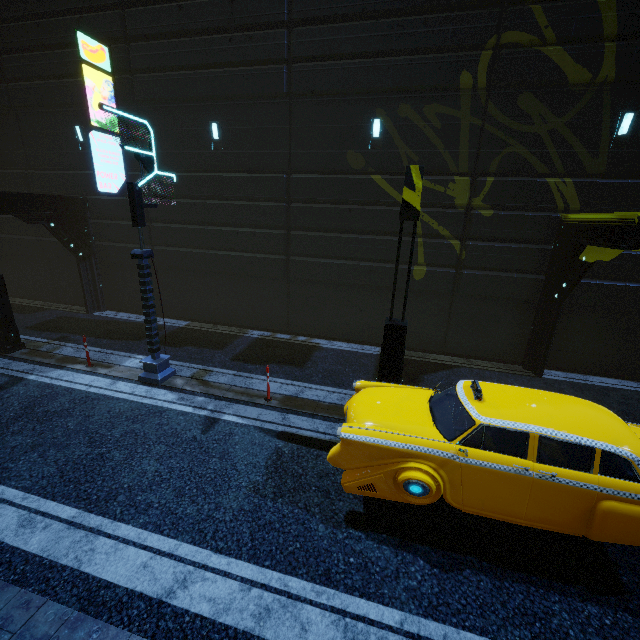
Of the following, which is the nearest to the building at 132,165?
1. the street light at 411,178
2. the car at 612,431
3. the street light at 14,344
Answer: the street light at 14,344

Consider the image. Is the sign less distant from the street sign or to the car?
the street sign

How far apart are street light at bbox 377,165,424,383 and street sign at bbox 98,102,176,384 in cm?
570

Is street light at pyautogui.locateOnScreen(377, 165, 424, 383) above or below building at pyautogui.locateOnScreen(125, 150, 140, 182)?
below

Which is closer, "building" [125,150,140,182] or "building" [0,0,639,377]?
"building" [0,0,639,377]

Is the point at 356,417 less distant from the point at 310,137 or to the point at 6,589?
the point at 6,589

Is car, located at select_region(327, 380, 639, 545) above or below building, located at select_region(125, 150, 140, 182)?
below

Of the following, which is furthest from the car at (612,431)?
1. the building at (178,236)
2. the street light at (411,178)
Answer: the building at (178,236)
